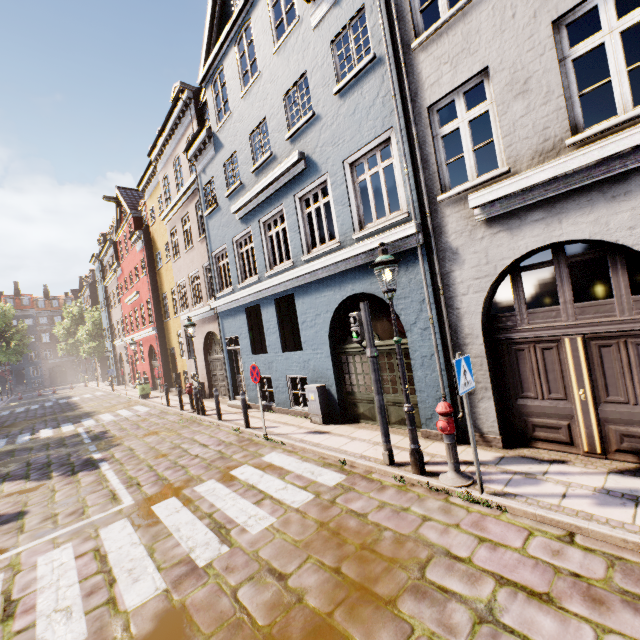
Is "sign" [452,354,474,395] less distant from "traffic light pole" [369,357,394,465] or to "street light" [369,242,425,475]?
"street light" [369,242,425,475]

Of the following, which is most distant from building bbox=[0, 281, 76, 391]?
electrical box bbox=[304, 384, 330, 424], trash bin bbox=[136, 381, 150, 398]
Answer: trash bin bbox=[136, 381, 150, 398]

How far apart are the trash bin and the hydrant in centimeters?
1953cm

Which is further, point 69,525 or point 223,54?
point 223,54

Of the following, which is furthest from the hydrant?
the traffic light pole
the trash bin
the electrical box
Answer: the trash bin

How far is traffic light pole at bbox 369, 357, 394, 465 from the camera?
5.78m

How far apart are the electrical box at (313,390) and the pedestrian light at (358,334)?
3.1 meters

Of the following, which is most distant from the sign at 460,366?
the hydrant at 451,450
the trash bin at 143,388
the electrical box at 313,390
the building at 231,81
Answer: the trash bin at 143,388
